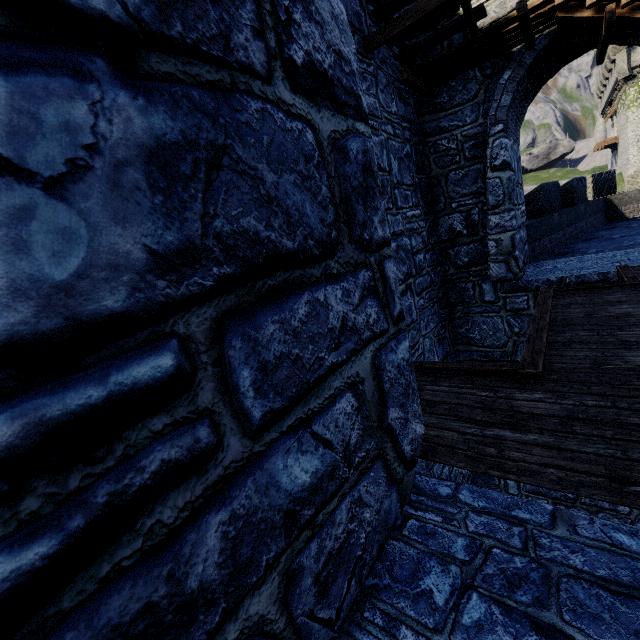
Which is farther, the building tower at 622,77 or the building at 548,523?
the building tower at 622,77

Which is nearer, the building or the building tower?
the building

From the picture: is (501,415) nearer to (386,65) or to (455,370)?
(455,370)
